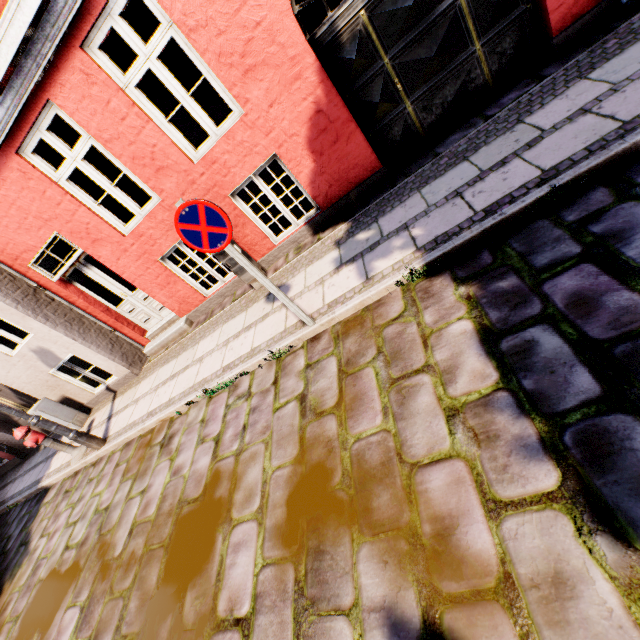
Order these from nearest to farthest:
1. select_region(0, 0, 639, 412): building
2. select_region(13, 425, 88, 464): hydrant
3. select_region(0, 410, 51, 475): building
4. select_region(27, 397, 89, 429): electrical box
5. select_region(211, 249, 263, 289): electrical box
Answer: select_region(0, 0, 639, 412): building → select_region(211, 249, 263, 289): electrical box → select_region(13, 425, 88, 464): hydrant → select_region(27, 397, 89, 429): electrical box → select_region(0, 410, 51, 475): building

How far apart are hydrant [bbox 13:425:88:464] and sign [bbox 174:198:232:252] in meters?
5.8

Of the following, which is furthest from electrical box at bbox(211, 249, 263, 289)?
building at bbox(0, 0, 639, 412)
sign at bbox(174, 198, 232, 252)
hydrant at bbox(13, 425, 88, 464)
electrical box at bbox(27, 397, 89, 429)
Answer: electrical box at bbox(27, 397, 89, 429)

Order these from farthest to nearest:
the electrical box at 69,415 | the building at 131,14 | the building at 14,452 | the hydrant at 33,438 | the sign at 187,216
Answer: the building at 14,452 → the electrical box at 69,415 → the hydrant at 33,438 → the building at 131,14 → the sign at 187,216

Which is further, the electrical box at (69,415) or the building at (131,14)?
the electrical box at (69,415)

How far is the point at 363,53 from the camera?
4.3 meters

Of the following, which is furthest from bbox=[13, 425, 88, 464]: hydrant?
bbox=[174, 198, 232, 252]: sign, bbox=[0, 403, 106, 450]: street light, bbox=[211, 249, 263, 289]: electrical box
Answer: bbox=[174, 198, 232, 252]: sign

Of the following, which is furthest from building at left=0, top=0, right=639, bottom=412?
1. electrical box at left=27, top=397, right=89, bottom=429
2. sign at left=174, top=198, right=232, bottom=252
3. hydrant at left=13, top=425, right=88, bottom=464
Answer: sign at left=174, top=198, right=232, bottom=252
